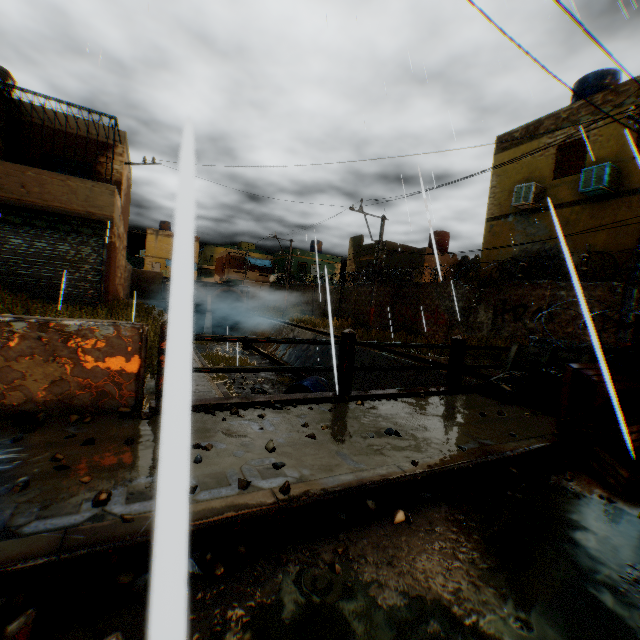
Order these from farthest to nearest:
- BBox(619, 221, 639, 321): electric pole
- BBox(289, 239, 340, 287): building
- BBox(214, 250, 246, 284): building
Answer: BBox(214, 250, 246, 284): building < BBox(289, 239, 340, 287): building < BBox(619, 221, 639, 321): electric pole

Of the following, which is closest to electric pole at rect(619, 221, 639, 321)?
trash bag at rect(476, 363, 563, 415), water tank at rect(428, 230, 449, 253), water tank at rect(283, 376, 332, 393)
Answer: trash bag at rect(476, 363, 563, 415)

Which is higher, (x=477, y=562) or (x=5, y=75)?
(x=5, y=75)

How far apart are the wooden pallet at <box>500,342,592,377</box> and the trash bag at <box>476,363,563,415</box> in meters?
0.0 m

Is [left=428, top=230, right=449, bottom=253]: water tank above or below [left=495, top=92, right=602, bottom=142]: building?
below

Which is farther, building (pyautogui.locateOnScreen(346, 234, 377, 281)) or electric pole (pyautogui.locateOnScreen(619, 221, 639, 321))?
building (pyautogui.locateOnScreen(346, 234, 377, 281))

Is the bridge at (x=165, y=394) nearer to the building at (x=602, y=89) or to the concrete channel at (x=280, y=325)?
the concrete channel at (x=280, y=325)

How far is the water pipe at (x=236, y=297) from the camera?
0.2 meters
